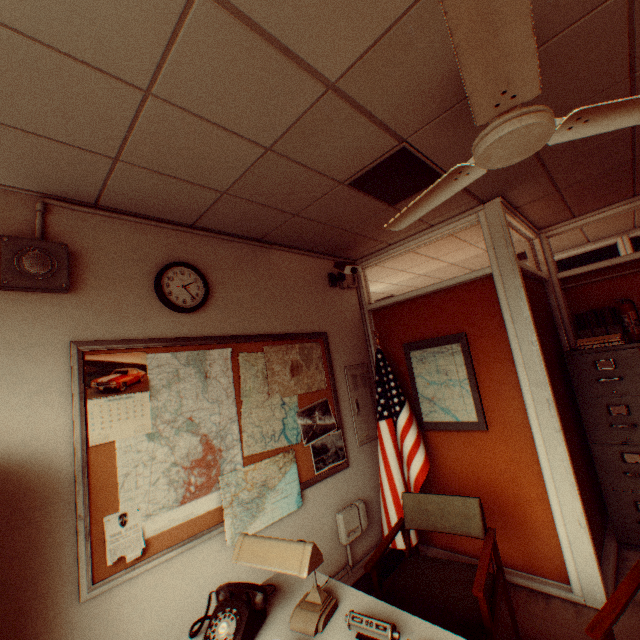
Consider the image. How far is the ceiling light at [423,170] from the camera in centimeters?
221cm

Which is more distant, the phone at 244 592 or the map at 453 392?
the map at 453 392

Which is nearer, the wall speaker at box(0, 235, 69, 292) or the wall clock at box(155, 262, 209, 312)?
the wall speaker at box(0, 235, 69, 292)

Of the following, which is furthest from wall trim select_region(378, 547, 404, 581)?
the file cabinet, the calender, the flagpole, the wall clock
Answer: the wall clock

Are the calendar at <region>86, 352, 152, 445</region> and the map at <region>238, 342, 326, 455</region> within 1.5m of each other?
yes

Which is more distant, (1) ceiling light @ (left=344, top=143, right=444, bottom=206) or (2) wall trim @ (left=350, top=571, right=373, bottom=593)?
(2) wall trim @ (left=350, top=571, right=373, bottom=593)

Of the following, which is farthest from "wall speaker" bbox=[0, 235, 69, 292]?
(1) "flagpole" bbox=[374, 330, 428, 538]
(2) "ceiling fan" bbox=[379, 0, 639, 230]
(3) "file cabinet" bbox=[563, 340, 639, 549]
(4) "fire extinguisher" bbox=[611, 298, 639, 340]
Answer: (4) "fire extinguisher" bbox=[611, 298, 639, 340]

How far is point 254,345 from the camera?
2.89m
